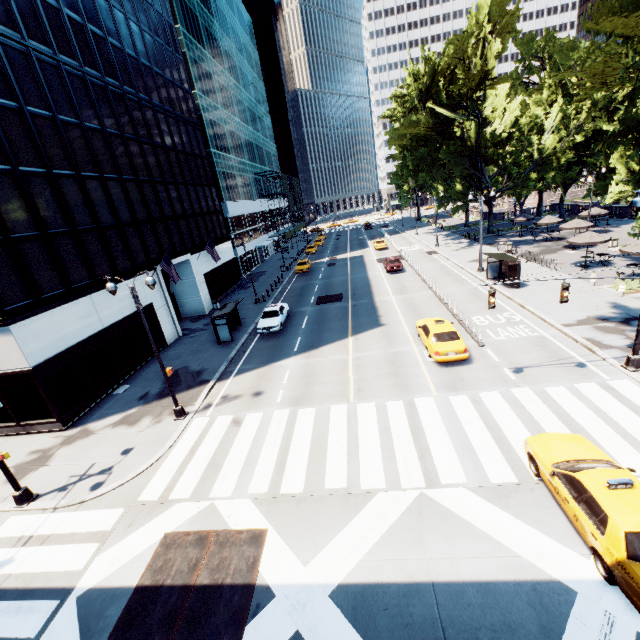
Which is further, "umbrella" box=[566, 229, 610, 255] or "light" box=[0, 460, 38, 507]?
"umbrella" box=[566, 229, 610, 255]

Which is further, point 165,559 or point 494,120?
point 494,120

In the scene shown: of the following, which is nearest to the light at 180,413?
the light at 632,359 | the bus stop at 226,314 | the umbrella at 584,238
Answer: the bus stop at 226,314

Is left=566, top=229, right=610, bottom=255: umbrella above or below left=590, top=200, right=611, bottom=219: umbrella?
below

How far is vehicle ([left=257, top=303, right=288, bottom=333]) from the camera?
24.7 meters

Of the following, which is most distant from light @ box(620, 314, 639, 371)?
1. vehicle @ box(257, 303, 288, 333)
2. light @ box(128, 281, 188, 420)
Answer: vehicle @ box(257, 303, 288, 333)

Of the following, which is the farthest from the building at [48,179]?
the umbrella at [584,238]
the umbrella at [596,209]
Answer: the umbrella at [596,209]

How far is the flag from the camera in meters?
24.4 m
